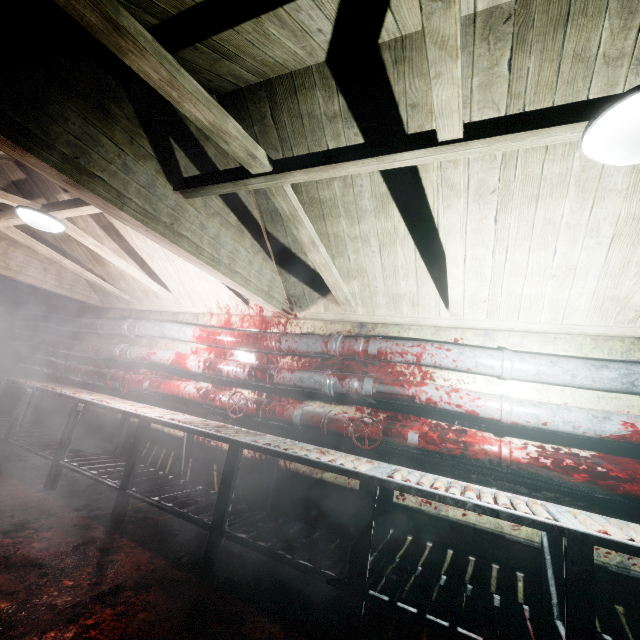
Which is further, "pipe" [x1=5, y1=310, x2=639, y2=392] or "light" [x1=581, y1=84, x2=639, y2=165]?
"pipe" [x1=5, y1=310, x2=639, y2=392]

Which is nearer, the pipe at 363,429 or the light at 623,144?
the light at 623,144

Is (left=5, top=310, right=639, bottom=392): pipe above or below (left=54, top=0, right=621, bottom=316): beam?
below

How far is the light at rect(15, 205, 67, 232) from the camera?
2.5 meters

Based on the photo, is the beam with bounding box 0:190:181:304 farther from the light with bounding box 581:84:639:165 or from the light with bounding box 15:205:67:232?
the light with bounding box 581:84:639:165

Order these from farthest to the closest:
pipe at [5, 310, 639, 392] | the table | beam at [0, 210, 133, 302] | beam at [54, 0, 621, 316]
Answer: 1. beam at [0, 210, 133, 302]
2. pipe at [5, 310, 639, 392]
3. the table
4. beam at [54, 0, 621, 316]

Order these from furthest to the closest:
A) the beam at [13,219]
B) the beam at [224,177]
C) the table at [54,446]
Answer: the beam at [13,219]
the table at [54,446]
the beam at [224,177]

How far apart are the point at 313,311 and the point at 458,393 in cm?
152
